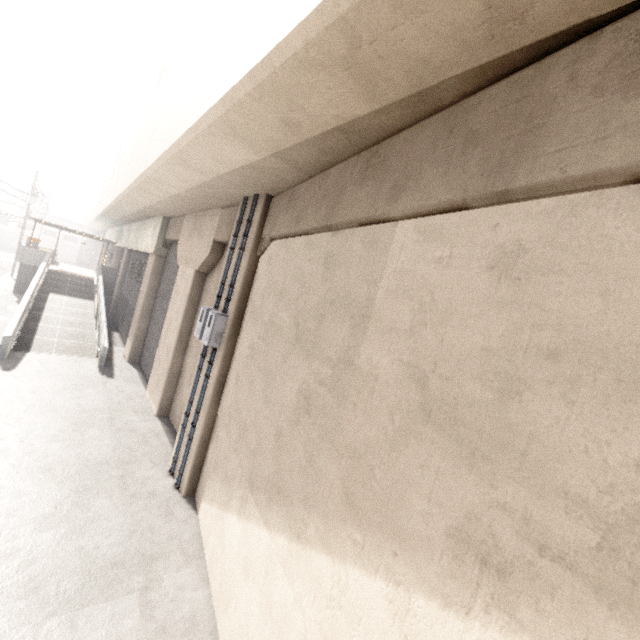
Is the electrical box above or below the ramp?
above

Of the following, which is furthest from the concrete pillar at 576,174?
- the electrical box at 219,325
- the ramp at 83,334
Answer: the ramp at 83,334

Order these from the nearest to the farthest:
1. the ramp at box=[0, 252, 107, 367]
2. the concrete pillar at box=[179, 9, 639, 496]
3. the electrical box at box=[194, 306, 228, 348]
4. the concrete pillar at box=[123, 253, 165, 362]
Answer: the concrete pillar at box=[179, 9, 639, 496]
the electrical box at box=[194, 306, 228, 348]
the ramp at box=[0, 252, 107, 367]
the concrete pillar at box=[123, 253, 165, 362]

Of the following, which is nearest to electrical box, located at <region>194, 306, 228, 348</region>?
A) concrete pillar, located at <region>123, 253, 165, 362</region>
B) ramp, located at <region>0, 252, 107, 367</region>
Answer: ramp, located at <region>0, 252, 107, 367</region>

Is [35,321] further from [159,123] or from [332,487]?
[332,487]

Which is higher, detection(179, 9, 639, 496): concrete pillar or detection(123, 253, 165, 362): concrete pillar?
detection(179, 9, 639, 496): concrete pillar

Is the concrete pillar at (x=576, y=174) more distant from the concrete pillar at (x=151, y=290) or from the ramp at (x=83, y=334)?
the ramp at (x=83, y=334)

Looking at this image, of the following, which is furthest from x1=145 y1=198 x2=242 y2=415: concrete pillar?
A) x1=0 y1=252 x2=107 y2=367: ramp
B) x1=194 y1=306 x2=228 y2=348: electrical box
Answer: x1=0 y1=252 x2=107 y2=367: ramp
